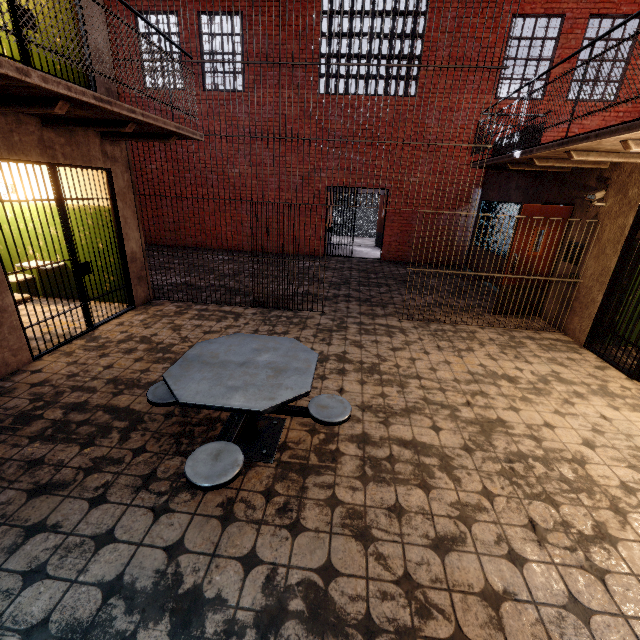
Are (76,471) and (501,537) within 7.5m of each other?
yes

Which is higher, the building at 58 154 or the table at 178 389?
the building at 58 154

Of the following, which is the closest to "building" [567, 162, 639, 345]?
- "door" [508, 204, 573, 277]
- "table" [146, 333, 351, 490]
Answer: "door" [508, 204, 573, 277]

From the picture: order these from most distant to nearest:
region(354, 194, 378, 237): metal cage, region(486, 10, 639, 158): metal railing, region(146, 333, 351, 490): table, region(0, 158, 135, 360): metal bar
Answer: region(354, 194, 378, 237): metal cage → region(0, 158, 135, 360): metal bar → region(486, 10, 639, 158): metal railing → region(146, 333, 351, 490): table

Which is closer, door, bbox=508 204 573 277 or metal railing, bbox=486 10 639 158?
metal railing, bbox=486 10 639 158

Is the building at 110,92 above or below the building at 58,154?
above

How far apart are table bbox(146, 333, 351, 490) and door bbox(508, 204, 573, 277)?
5.01m

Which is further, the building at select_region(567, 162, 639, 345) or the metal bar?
the building at select_region(567, 162, 639, 345)
